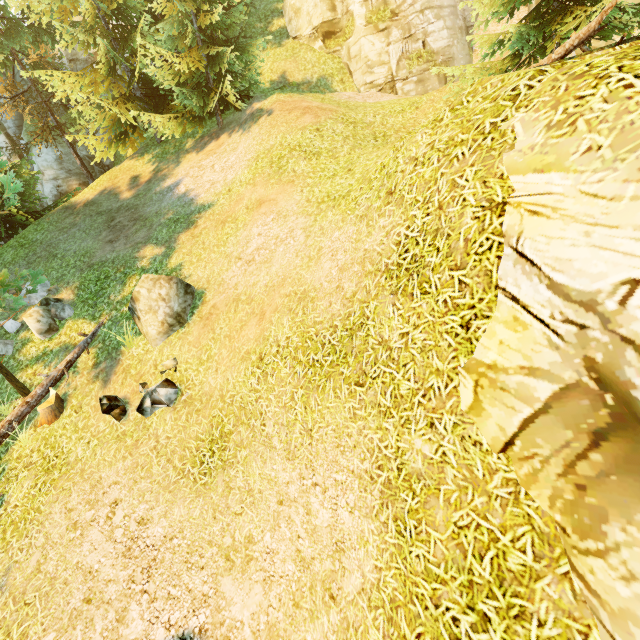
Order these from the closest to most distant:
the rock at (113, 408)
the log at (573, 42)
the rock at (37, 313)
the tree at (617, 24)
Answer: the log at (573, 42), the tree at (617, 24), the rock at (113, 408), the rock at (37, 313)

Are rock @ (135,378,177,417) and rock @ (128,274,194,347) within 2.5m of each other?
yes

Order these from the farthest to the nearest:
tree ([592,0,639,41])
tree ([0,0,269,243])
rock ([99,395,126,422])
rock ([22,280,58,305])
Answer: tree ([0,0,269,243]), rock ([22,280,58,305]), rock ([99,395,126,422]), tree ([592,0,639,41])

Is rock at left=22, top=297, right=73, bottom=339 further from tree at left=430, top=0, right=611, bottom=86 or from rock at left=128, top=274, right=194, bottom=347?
rock at left=128, top=274, right=194, bottom=347

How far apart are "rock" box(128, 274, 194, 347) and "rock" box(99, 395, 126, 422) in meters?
1.4 m

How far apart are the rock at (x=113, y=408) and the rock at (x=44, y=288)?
6.6 meters

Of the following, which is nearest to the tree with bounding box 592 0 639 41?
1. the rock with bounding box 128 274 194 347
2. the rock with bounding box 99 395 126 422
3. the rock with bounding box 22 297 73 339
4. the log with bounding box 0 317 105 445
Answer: the log with bounding box 0 317 105 445

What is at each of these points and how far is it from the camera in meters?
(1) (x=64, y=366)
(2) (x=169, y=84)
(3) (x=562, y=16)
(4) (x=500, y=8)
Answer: (1) log, 9.0
(2) tree, 16.8
(3) tree, 8.2
(4) tree, 8.7
